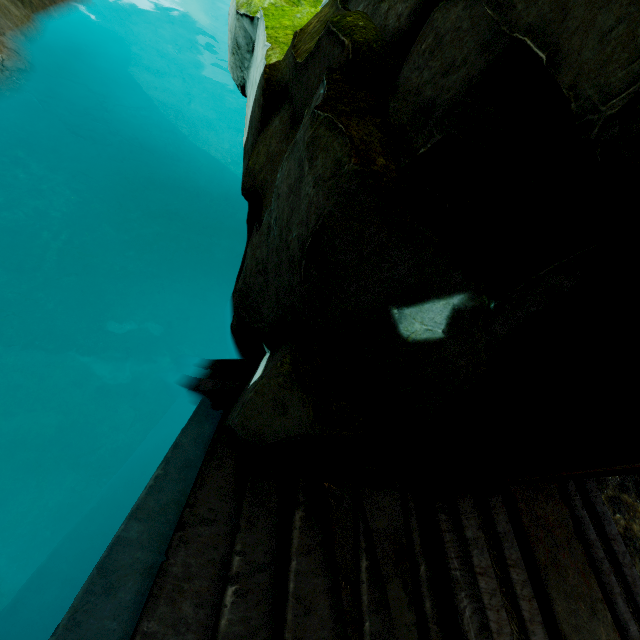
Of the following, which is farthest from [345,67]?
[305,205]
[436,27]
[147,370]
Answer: [147,370]

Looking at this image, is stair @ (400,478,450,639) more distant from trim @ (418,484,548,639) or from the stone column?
the stone column

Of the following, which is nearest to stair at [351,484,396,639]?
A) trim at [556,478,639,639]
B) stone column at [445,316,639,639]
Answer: stone column at [445,316,639,639]

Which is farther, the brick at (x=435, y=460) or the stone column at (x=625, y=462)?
the brick at (x=435, y=460)

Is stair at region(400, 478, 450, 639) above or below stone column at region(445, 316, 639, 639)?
below

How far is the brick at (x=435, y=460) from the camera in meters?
2.5

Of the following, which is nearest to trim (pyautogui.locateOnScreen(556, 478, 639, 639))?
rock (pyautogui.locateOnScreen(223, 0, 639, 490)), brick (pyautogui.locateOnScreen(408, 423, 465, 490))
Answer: brick (pyautogui.locateOnScreen(408, 423, 465, 490))

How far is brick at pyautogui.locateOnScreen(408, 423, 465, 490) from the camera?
2.5 meters
